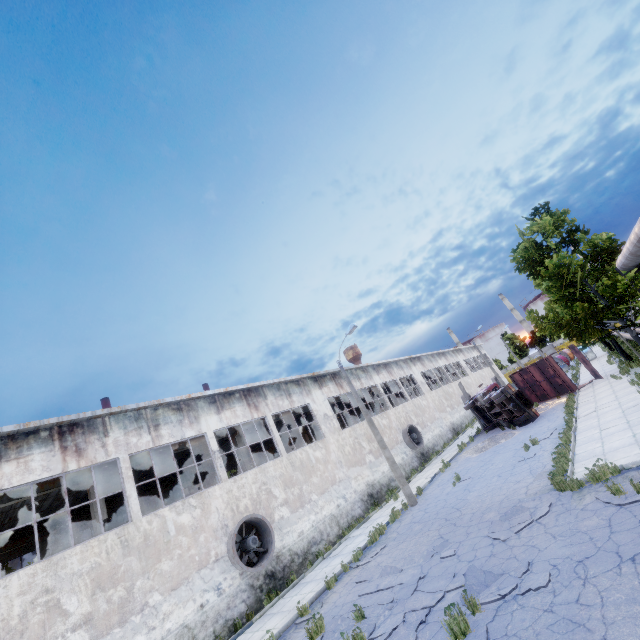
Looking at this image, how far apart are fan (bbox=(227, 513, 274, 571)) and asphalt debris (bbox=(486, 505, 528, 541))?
9.7m

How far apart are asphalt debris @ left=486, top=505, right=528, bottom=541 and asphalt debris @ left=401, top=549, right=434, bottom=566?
1.01m

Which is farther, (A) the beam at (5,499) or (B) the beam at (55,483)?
(B) the beam at (55,483)

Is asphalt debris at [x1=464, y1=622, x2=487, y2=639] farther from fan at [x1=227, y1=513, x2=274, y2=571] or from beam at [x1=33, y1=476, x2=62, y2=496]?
beam at [x1=33, y1=476, x2=62, y2=496]

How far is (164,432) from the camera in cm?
1541

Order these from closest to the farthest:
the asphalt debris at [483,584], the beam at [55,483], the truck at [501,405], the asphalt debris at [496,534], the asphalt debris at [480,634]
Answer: the asphalt debris at [480,634] < the asphalt debris at [483,584] < the asphalt debris at [496,534] < the beam at [55,483] < the truck at [501,405]

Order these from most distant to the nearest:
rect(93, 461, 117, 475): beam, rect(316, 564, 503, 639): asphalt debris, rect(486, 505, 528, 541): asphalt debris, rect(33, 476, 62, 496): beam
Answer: rect(93, 461, 117, 475): beam < rect(33, 476, 62, 496): beam < rect(486, 505, 528, 541): asphalt debris < rect(316, 564, 503, 639): asphalt debris

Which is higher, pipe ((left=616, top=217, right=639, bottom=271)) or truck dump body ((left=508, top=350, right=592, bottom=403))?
pipe ((left=616, top=217, right=639, bottom=271))
